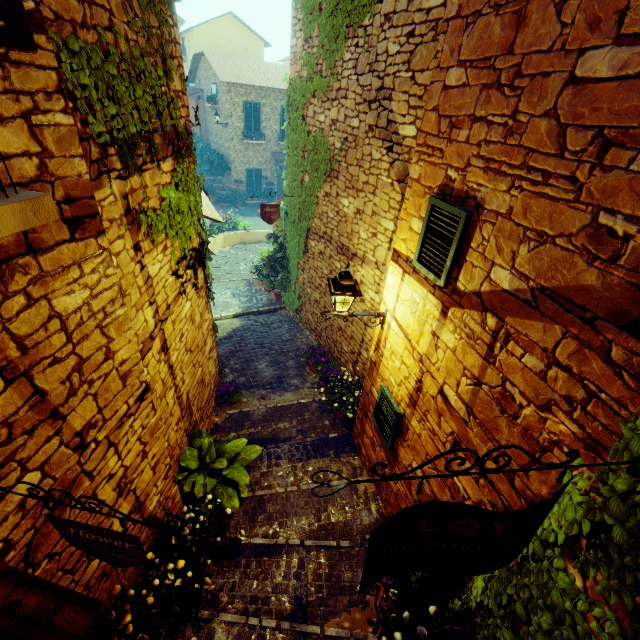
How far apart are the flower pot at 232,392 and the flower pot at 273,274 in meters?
3.4

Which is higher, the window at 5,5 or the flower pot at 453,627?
the window at 5,5

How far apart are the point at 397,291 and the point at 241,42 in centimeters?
3061cm

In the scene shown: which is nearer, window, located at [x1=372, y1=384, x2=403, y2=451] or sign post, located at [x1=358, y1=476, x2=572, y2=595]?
sign post, located at [x1=358, y1=476, x2=572, y2=595]

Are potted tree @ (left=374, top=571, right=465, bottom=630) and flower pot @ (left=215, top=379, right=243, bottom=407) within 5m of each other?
yes

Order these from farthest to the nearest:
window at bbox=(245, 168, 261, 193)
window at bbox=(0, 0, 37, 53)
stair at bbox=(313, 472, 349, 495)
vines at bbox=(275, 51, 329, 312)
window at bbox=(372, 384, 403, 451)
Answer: window at bbox=(245, 168, 261, 193), vines at bbox=(275, 51, 329, 312), stair at bbox=(313, 472, 349, 495), window at bbox=(372, 384, 403, 451), window at bbox=(0, 0, 37, 53)

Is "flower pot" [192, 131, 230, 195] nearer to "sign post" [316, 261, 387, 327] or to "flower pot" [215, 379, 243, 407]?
"sign post" [316, 261, 387, 327]

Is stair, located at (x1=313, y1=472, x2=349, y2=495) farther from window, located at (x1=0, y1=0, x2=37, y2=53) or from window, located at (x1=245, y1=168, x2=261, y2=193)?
window, located at (x1=245, y1=168, x2=261, y2=193)
